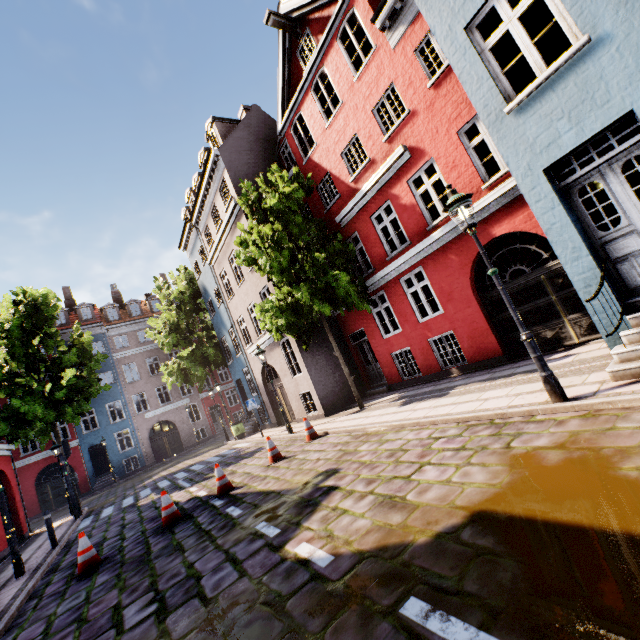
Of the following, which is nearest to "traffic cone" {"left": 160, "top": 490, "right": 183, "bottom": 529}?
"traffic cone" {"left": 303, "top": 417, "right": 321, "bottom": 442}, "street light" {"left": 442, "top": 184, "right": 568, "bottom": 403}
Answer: "traffic cone" {"left": 303, "top": 417, "right": 321, "bottom": 442}

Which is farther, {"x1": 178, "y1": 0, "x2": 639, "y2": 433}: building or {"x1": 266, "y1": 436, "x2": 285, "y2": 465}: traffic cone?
{"x1": 266, "y1": 436, "x2": 285, "y2": 465}: traffic cone

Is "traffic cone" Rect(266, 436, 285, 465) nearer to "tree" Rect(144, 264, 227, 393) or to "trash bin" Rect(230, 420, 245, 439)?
"trash bin" Rect(230, 420, 245, 439)

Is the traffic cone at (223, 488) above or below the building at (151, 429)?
below

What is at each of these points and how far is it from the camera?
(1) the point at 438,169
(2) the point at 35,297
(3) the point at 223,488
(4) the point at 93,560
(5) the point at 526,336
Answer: (1) building, 9.7m
(2) tree, 19.0m
(3) traffic cone, 8.3m
(4) traffic cone, 6.7m
(5) street light, 5.0m

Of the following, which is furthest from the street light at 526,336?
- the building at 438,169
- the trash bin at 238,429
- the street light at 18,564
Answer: the trash bin at 238,429

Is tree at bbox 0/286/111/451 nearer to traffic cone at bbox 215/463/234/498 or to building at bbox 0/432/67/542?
building at bbox 0/432/67/542

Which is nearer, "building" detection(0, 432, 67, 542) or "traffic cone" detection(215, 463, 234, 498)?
"traffic cone" detection(215, 463, 234, 498)
